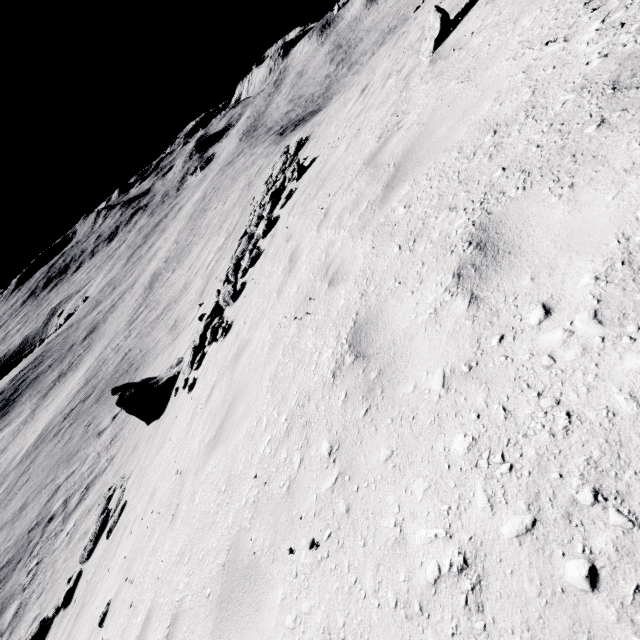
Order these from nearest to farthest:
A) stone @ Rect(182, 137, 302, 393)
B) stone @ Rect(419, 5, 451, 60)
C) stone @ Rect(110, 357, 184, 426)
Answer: → stone @ Rect(419, 5, 451, 60) < stone @ Rect(182, 137, 302, 393) < stone @ Rect(110, 357, 184, 426)

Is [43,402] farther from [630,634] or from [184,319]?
[630,634]

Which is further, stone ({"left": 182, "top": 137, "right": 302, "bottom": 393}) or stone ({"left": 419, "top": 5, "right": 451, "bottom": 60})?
stone ({"left": 182, "top": 137, "right": 302, "bottom": 393})

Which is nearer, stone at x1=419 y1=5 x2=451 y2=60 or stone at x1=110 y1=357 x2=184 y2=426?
stone at x1=419 y1=5 x2=451 y2=60

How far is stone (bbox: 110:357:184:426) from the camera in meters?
14.4

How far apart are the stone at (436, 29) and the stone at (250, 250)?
8.4 meters

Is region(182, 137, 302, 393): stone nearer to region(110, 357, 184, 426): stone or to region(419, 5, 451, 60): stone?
region(110, 357, 184, 426): stone

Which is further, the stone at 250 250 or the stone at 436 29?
the stone at 250 250
